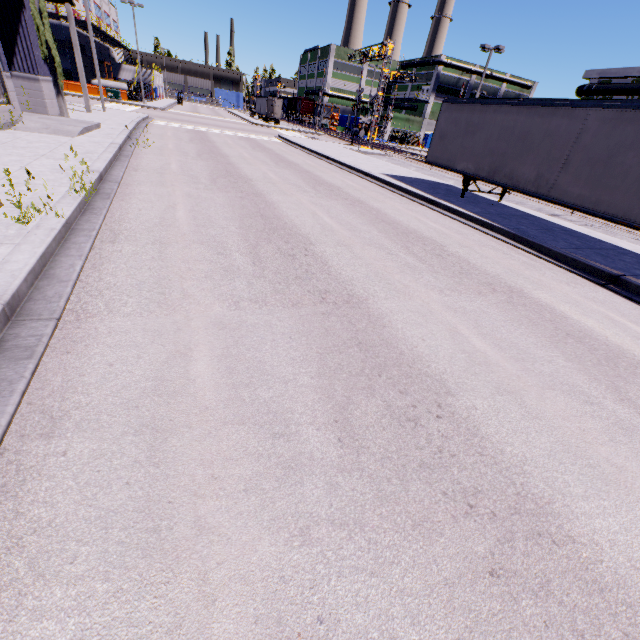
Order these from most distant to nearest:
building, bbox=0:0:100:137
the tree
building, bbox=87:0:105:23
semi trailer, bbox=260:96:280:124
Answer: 1. semi trailer, bbox=260:96:280:124
2. building, bbox=87:0:105:23
3. the tree
4. building, bbox=0:0:100:137

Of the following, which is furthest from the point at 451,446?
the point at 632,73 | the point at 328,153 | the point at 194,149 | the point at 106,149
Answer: the point at 632,73

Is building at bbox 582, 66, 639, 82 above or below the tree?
above

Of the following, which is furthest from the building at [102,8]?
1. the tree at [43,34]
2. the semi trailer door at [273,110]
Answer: the semi trailer door at [273,110]

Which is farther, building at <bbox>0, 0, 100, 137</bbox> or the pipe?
the pipe

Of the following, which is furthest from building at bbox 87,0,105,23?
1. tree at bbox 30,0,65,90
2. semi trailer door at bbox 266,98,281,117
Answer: semi trailer door at bbox 266,98,281,117

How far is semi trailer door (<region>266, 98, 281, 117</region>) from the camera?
53.38m
